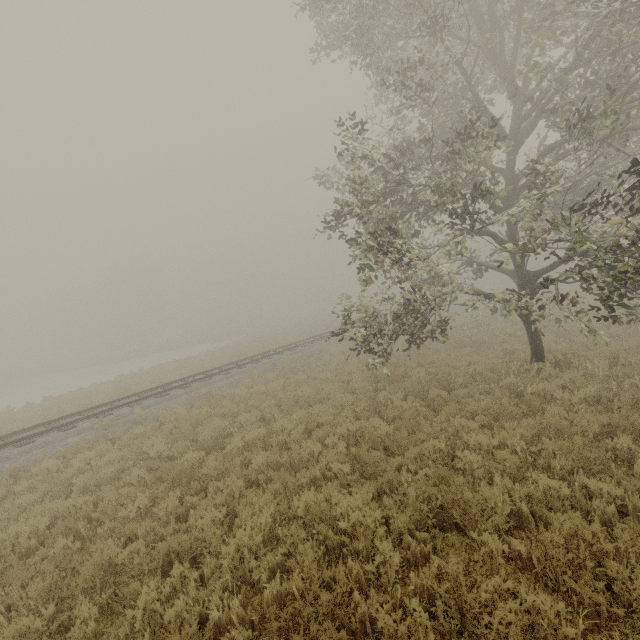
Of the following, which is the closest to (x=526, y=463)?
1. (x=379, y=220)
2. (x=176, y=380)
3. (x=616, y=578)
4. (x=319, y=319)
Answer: (x=616, y=578)
